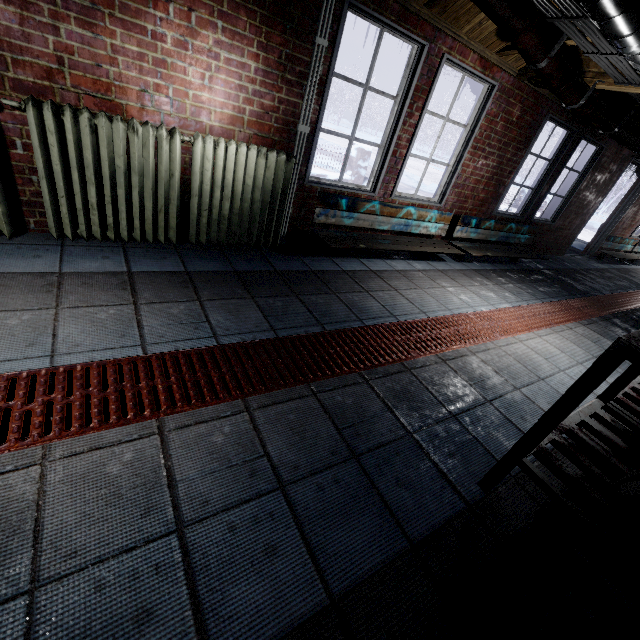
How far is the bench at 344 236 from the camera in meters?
3.1

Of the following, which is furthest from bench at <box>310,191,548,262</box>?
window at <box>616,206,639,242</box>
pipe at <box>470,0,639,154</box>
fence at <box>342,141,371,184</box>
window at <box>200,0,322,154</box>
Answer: window at <box>616,206,639,242</box>

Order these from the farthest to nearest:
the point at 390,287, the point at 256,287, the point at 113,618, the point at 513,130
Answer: the point at 513,130 < the point at 390,287 < the point at 256,287 < the point at 113,618

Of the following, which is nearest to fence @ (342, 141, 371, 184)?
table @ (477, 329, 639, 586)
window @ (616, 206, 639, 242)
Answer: window @ (616, 206, 639, 242)

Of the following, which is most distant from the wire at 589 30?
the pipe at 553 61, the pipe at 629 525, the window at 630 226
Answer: the window at 630 226

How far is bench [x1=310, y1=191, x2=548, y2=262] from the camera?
3.1m

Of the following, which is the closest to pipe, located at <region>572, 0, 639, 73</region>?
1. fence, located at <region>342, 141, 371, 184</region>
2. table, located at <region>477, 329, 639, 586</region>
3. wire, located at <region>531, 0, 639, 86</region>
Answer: wire, located at <region>531, 0, 639, 86</region>

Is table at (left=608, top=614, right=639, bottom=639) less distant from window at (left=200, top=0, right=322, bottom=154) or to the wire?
the wire
